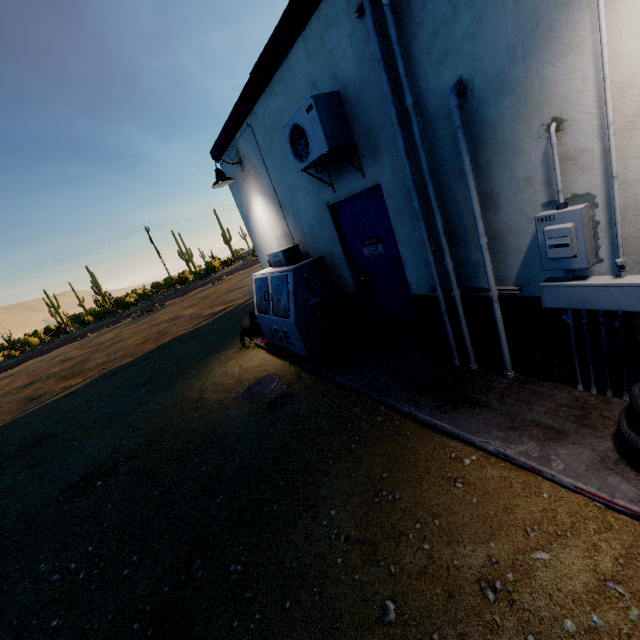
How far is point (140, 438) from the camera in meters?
5.5 m

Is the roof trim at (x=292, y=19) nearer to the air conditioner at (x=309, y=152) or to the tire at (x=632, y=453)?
the air conditioner at (x=309, y=152)

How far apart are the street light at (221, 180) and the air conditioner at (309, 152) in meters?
2.4

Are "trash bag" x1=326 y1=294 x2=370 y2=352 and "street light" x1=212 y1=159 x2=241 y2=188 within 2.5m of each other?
no

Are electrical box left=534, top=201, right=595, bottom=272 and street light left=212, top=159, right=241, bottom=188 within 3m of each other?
no

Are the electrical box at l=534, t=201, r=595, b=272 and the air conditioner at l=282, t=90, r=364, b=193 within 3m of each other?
yes

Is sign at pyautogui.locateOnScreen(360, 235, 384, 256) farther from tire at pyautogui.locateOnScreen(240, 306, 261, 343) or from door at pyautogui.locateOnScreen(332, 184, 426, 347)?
tire at pyautogui.locateOnScreen(240, 306, 261, 343)

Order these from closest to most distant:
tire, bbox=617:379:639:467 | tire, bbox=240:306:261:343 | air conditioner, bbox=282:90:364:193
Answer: tire, bbox=617:379:639:467 < air conditioner, bbox=282:90:364:193 < tire, bbox=240:306:261:343
